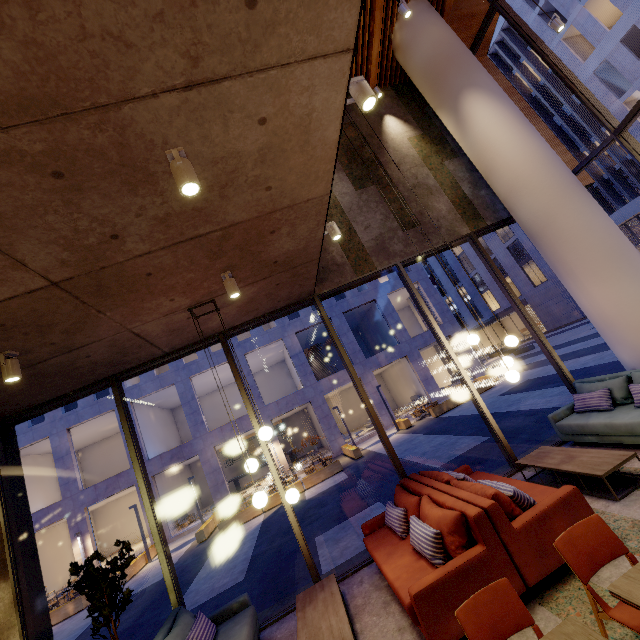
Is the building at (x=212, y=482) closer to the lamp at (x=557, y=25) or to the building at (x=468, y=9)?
the building at (x=468, y=9)

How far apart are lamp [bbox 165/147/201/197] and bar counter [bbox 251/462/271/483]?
27.15m

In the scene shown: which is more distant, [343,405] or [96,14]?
[343,405]

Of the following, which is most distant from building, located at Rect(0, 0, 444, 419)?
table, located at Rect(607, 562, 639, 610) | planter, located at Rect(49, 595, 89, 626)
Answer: planter, located at Rect(49, 595, 89, 626)

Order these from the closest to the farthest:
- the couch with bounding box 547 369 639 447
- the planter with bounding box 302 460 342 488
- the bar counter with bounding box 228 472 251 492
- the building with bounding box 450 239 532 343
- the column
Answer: the couch with bounding box 547 369 639 447 < the column < the planter with bounding box 302 460 342 488 < the bar counter with bounding box 228 472 251 492 < the building with bounding box 450 239 532 343

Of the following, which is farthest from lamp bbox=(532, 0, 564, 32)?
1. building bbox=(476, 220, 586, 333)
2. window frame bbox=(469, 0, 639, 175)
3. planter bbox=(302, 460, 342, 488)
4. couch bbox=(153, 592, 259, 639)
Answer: building bbox=(476, 220, 586, 333)

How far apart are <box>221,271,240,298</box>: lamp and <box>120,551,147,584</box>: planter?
17.1 meters

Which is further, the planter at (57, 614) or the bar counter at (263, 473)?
the bar counter at (263, 473)
